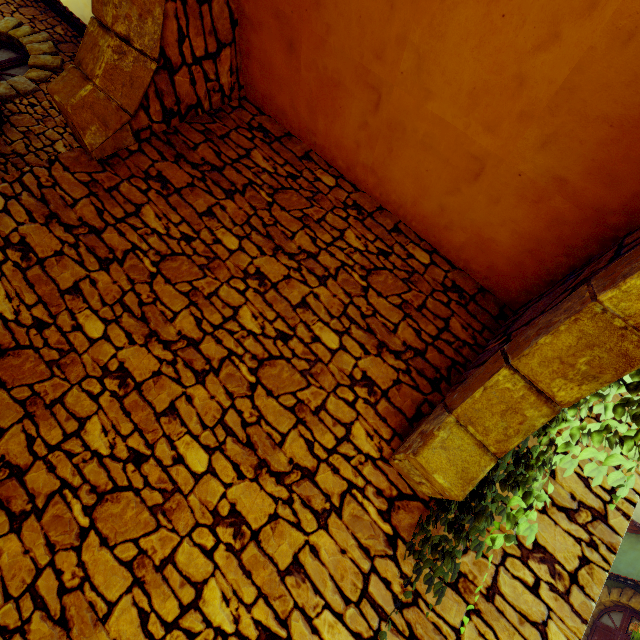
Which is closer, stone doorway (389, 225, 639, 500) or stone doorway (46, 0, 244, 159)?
stone doorway (389, 225, 639, 500)

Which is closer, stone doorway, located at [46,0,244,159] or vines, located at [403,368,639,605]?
vines, located at [403,368,639,605]

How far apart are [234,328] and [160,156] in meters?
2.0

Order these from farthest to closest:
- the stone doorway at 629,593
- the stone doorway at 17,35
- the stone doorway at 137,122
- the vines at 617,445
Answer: the stone doorway at 629,593
the stone doorway at 17,35
the stone doorway at 137,122
the vines at 617,445

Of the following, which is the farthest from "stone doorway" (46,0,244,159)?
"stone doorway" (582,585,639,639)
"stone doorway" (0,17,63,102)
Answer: "stone doorway" (582,585,639,639)

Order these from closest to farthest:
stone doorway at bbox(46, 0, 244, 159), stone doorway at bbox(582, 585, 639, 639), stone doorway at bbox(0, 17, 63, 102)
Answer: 1. stone doorway at bbox(46, 0, 244, 159)
2. stone doorway at bbox(0, 17, 63, 102)
3. stone doorway at bbox(582, 585, 639, 639)

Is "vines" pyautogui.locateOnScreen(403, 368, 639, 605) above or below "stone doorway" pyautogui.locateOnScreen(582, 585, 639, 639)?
below

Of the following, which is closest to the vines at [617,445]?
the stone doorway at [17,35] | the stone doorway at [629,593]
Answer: the stone doorway at [17,35]
